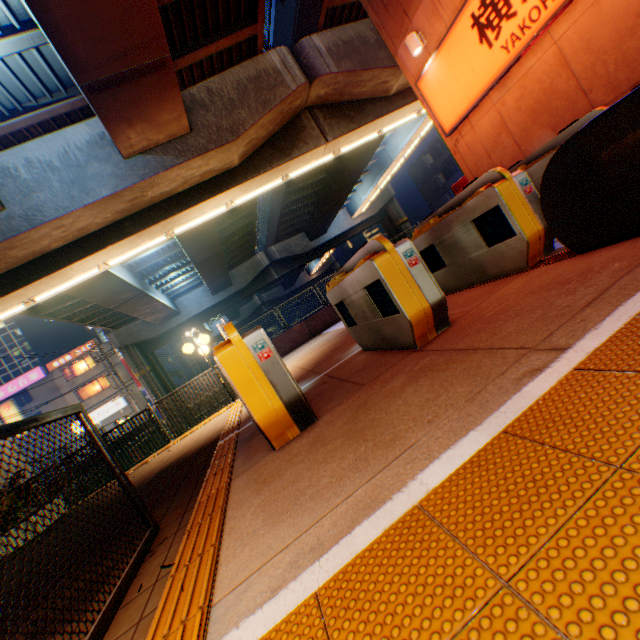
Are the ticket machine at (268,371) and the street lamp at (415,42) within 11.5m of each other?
yes

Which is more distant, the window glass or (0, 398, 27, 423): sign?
the window glass

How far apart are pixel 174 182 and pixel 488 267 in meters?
9.8

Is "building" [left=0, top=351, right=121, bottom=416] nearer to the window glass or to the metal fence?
the window glass

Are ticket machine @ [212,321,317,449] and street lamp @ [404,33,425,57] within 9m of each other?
yes

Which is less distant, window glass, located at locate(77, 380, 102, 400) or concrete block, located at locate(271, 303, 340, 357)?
concrete block, located at locate(271, 303, 340, 357)

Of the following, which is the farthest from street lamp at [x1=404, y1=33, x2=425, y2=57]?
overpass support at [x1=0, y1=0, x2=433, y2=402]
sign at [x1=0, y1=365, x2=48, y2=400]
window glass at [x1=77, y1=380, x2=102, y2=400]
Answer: sign at [x1=0, y1=365, x2=48, y2=400]

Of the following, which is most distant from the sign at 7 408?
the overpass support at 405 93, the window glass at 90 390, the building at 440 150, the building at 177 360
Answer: the building at 440 150
